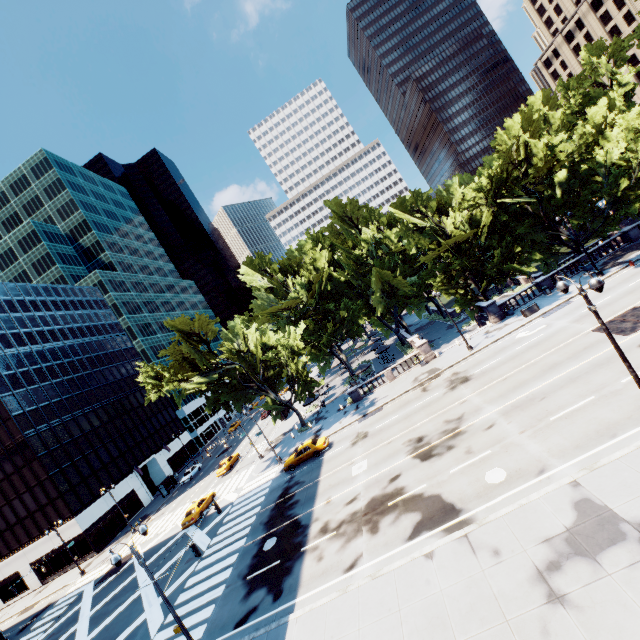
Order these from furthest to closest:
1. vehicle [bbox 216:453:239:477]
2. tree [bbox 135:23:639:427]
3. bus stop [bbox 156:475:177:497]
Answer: bus stop [bbox 156:475:177:497], vehicle [bbox 216:453:239:477], tree [bbox 135:23:639:427]

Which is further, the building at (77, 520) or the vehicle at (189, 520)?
the building at (77, 520)

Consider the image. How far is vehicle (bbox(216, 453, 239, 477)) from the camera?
44.6 meters

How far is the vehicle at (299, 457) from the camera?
31.7m

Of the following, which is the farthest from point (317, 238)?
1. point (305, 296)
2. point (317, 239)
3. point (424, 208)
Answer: point (424, 208)

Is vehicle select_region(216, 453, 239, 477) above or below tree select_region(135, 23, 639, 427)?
below

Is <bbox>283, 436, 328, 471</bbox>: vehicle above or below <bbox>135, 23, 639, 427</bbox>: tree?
below

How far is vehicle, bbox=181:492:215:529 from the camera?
33.34m
